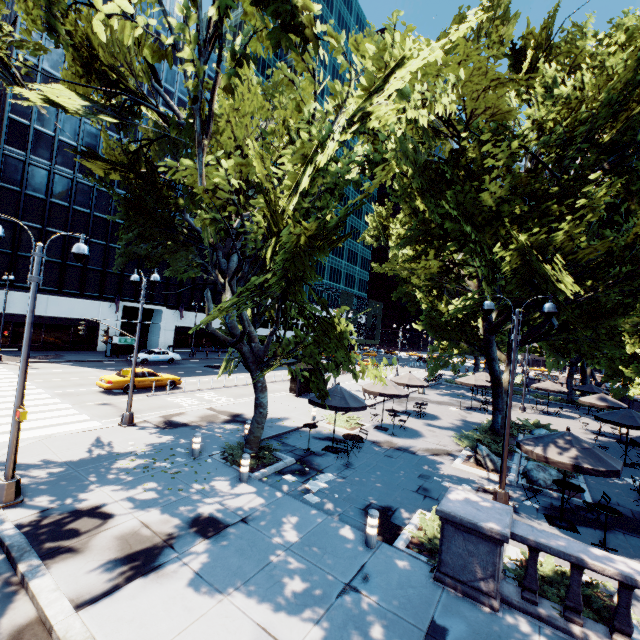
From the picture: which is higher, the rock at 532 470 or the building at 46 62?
the building at 46 62

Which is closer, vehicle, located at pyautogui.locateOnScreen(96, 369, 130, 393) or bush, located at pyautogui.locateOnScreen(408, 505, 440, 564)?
bush, located at pyautogui.locateOnScreen(408, 505, 440, 564)

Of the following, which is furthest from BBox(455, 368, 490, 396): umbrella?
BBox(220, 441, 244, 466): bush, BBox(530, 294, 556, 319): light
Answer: BBox(220, 441, 244, 466): bush

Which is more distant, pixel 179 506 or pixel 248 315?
pixel 248 315

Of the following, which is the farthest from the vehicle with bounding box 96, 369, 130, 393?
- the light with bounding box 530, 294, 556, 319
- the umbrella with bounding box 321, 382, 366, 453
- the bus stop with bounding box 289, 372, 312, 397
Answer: the light with bounding box 530, 294, 556, 319

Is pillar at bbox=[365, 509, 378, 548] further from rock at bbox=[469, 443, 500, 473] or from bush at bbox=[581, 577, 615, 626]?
rock at bbox=[469, 443, 500, 473]

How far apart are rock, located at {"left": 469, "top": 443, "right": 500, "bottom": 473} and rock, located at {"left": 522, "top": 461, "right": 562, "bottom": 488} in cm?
69

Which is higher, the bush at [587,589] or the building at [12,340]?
the building at [12,340]
